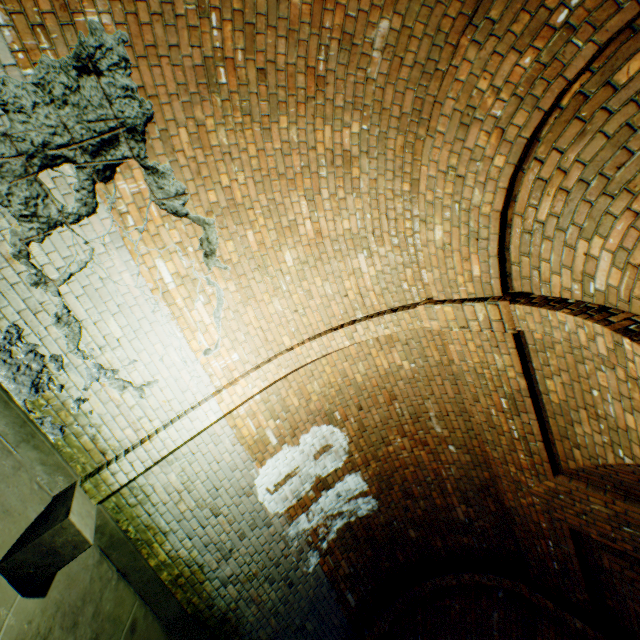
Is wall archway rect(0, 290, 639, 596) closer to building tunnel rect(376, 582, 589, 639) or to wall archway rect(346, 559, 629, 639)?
building tunnel rect(376, 582, 589, 639)

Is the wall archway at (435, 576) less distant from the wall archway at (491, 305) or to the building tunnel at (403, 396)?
the building tunnel at (403, 396)

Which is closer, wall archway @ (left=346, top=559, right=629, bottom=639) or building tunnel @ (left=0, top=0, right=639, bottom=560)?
building tunnel @ (left=0, top=0, right=639, bottom=560)

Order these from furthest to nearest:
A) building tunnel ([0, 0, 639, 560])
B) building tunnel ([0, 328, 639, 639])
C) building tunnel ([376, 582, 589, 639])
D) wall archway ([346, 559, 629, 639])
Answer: building tunnel ([376, 582, 589, 639]), wall archway ([346, 559, 629, 639]), building tunnel ([0, 328, 639, 639]), building tunnel ([0, 0, 639, 560])

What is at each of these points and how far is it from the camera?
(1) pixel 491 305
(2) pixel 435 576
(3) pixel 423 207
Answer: (1) wall archway, 3.1m
(2) wall archway, 5.8m
(3) building tunnel, 3.3m

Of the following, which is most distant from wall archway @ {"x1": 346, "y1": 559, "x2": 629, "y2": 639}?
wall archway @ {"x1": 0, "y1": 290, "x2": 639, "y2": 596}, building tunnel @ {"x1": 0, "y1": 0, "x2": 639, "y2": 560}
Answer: wall archway @ {"x1": 0, "y1": 290, "x2": 639, "y2": 596}

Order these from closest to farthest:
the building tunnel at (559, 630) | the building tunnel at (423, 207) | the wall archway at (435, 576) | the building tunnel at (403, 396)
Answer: the building tunnel at (423, 207) < the building tunnel at (403, 396) < the wall archway at (435, 576) < the building tunnel at (559, 630)
